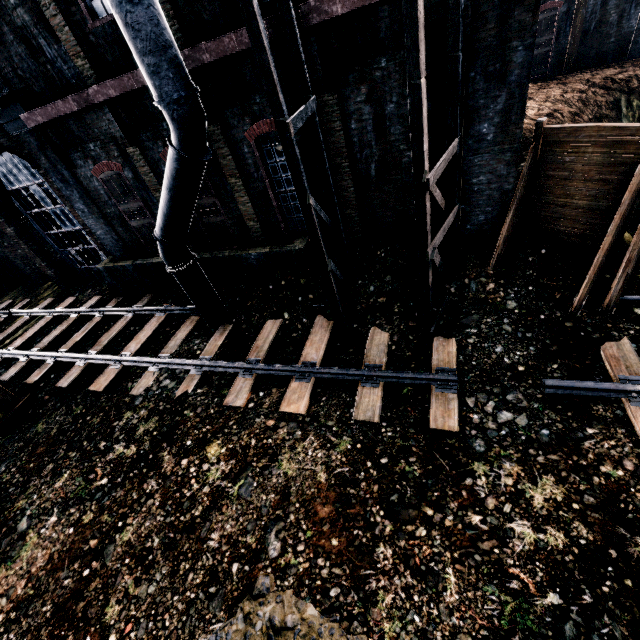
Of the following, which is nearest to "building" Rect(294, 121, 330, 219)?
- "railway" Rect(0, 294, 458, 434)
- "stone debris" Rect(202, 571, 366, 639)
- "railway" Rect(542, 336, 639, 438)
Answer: "stone debris" Rect(202, 571, 366, 639)

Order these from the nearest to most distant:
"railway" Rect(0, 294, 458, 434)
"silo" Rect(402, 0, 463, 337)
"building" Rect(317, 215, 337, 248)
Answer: "silo" Rect(402, 0, 463, 337) → "railway" Rect(0, 294, 458, 434) → "building" Rect(317, 215, 337, 248)

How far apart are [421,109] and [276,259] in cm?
767

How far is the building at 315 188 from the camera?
9.53m

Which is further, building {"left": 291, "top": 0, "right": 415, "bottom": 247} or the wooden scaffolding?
the wooden scaffolding

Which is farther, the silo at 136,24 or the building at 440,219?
the building at 440,219

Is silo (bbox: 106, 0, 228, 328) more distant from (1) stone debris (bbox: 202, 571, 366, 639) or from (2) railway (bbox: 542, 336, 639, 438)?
(1) stone debris (bbox: 202, 571, 366, 639)

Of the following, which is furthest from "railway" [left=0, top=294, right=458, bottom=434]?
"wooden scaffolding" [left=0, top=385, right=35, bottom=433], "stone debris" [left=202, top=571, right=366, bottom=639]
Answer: "stone debris" [left=202, top=571, right=366, bottom=639]
